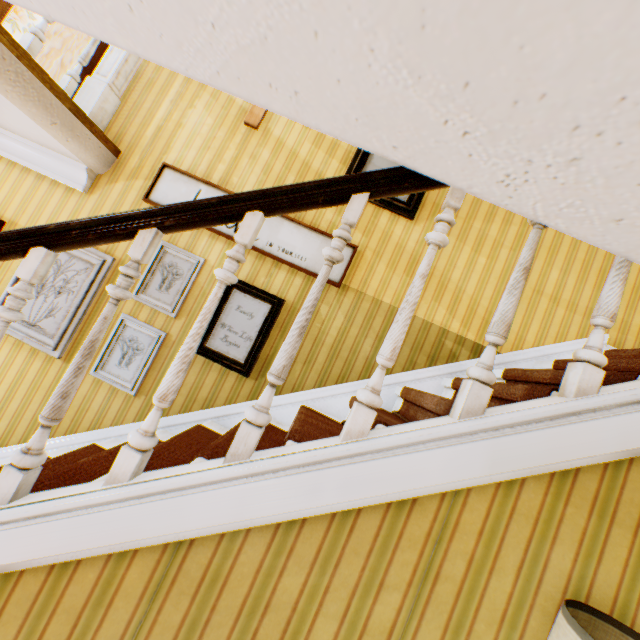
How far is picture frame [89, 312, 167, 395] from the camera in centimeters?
278cm

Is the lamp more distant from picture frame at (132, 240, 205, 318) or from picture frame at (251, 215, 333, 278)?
picture frame at (132, 240, 205, 318)

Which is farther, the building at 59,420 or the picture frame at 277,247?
the picture frame at 277,247

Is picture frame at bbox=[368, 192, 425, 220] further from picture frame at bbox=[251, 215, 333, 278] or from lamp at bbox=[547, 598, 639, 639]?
lamp at bbox=[547, 598, 639, 639]

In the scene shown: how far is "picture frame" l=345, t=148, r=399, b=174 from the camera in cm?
300

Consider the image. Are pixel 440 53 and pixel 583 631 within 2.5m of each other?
yes

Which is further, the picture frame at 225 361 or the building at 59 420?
the picture frame at 225 361

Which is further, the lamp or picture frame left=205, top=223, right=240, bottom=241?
picture frame left=205, top=223, right=240, bottom=241
